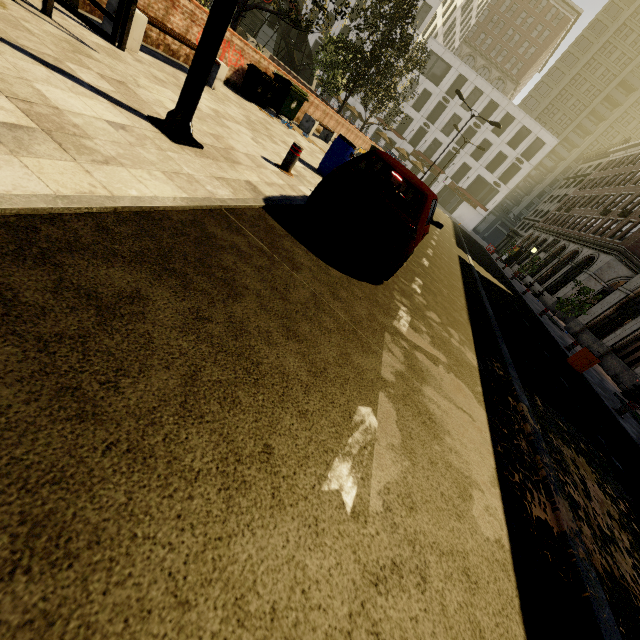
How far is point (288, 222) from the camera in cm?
460

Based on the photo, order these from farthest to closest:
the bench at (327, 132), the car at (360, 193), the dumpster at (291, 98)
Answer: the bench at (327, 132)
the dumpster at (291, 98)
the car at (360, 193)

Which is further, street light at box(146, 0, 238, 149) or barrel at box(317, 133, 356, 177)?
barrel at box(317, 133, 356, 177)

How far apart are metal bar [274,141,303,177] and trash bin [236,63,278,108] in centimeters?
505cm

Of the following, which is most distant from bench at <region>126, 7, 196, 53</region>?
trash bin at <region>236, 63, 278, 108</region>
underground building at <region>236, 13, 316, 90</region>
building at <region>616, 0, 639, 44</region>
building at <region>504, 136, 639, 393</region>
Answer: building at <region>616, 0, 639, 44</region>

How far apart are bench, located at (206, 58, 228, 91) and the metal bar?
3.1 meters

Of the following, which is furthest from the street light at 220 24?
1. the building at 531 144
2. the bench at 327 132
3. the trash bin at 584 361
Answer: the building at 531 144

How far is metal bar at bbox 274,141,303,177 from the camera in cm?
612
